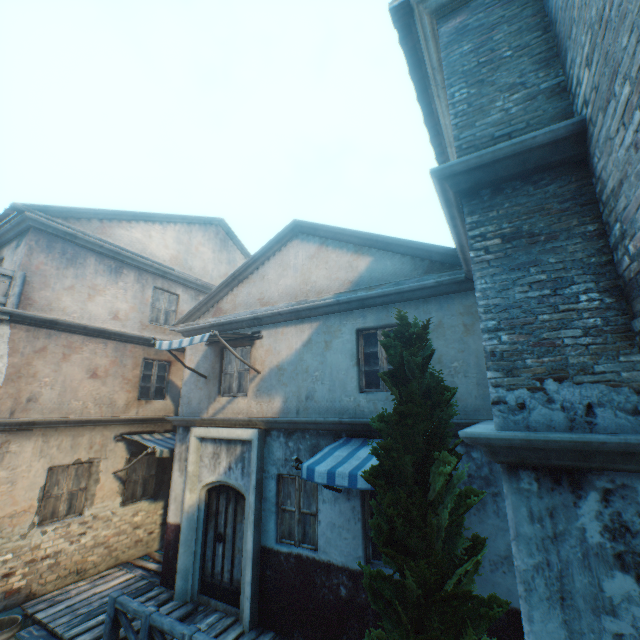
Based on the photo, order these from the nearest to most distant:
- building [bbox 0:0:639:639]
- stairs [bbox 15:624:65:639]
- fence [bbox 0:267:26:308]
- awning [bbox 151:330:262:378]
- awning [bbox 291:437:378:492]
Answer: building [bbox 0:0:639:639], awning [bbox 291:437:378:492], stairs [bbox 15:624:65:639], awning [bbox 151:330:262:378], fence [bbox 0:267:26:308]

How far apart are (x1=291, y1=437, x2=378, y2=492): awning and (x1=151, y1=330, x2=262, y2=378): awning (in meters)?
2.50

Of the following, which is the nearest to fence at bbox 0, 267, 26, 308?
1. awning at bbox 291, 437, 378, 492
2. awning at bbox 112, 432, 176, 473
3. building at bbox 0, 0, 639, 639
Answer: building at bbox 0, 0, 639, 639

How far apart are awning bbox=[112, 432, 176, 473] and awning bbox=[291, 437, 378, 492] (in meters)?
5.26

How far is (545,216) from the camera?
2.8 meters

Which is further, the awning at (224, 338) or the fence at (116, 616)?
the awning at (224, 338)

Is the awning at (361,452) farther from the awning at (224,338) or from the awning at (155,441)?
the awning at (155,441)

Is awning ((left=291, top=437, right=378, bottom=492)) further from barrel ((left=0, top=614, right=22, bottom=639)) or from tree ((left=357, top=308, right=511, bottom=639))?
barrel ((left=0, top=614, right=22, bottom=639))
